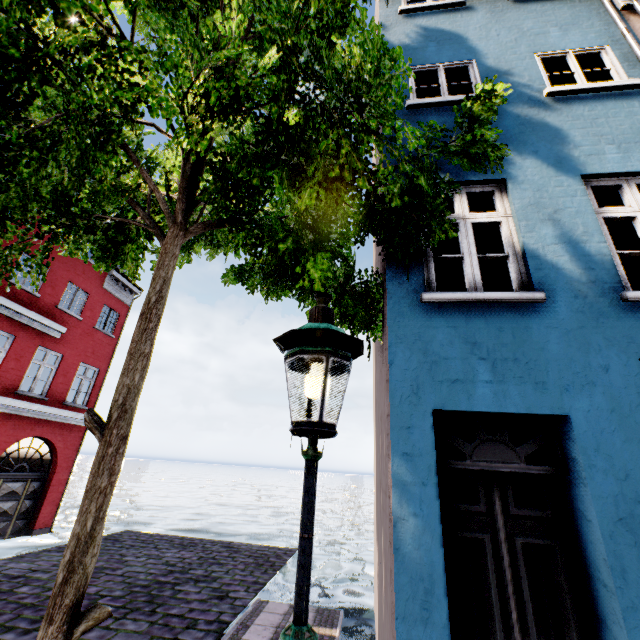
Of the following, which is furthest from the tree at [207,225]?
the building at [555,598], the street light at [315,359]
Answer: the street light at [315,359]

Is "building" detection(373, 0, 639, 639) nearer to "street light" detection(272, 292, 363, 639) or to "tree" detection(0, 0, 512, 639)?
"tree" detection(0, 0, 512, 639)

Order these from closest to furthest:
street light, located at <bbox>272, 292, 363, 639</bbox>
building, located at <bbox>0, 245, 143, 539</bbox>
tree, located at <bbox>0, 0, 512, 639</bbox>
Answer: street light, located at <bbox>272, 292, 363, 639</bbox>, tree, located at <bbox>0, 0, 512, 639</bbox>, building, located at <bbox>0, 245, 143, 539</bbox>

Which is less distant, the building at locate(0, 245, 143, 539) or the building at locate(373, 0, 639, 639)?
the building at locate(373, 0, 639, 639)

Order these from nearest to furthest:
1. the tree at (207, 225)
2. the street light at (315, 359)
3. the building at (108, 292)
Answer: the street light at (315, 359), the tree at (207, 225), the building at (108, 292)

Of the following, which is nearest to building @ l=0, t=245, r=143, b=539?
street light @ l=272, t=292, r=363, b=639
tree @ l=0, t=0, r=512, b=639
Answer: tree @ l=0, t=0, r=512, b=639

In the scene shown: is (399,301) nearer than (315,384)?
No
